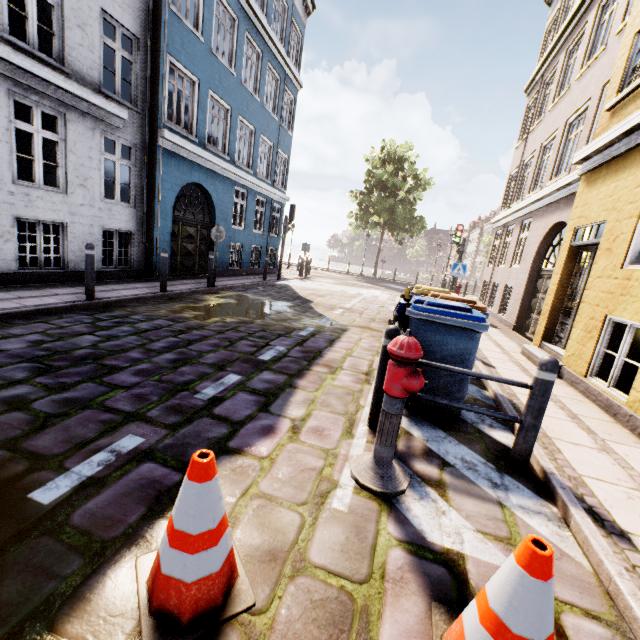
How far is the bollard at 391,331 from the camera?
3.18m

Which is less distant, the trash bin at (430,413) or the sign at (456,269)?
the trash bin at (430,413)

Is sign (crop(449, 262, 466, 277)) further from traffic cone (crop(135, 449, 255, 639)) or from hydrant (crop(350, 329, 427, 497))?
traffic cone (crop(135, 449, 255, 639))

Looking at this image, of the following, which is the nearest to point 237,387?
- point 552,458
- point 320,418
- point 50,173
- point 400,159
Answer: point 320,418

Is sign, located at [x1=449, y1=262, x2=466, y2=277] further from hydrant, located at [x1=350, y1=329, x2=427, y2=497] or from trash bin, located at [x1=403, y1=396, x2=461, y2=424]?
hydrant, located at [x1=350, y1=329, x2=427, y2=497]

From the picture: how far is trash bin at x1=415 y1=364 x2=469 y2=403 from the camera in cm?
365

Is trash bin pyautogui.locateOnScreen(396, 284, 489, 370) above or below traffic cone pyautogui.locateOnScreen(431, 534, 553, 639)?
above

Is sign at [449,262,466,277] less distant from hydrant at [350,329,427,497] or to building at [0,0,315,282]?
building at [0,0,315,282]
